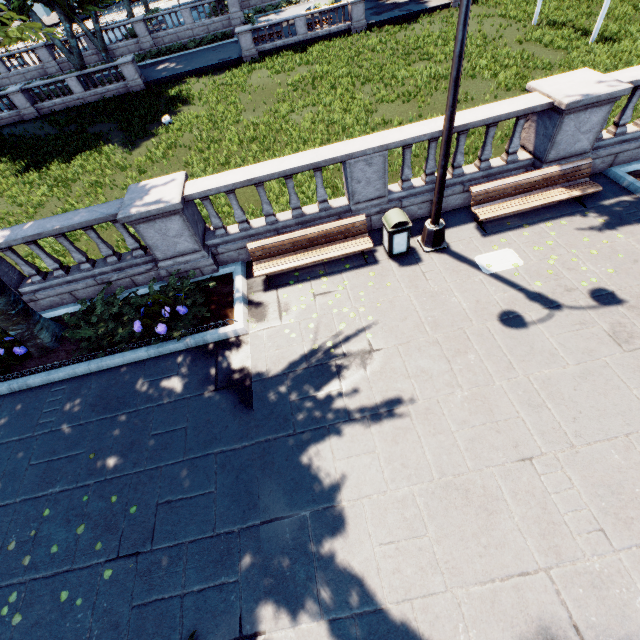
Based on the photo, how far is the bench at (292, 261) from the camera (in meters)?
7.75

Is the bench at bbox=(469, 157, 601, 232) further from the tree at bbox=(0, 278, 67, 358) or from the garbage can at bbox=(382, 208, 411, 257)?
the tree at bbox=(0, 278, 67, 358)

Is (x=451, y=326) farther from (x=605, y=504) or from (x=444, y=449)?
(x=605, y=504)

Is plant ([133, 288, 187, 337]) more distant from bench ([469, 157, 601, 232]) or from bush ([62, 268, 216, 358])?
bench ([469, 157, 601, 232])

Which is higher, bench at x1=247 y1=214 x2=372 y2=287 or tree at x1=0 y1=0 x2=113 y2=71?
tree at x1=0 y1=0 x2=113 y2=71

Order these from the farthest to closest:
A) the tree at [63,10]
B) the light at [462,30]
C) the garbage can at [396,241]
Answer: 1. the garbage can at [396,241]
2. the tree at [63,10]
3. the light at [462,30]

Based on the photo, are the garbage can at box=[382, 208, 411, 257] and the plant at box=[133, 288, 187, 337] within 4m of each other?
no

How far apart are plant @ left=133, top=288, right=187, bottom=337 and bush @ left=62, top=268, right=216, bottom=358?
0.0m
